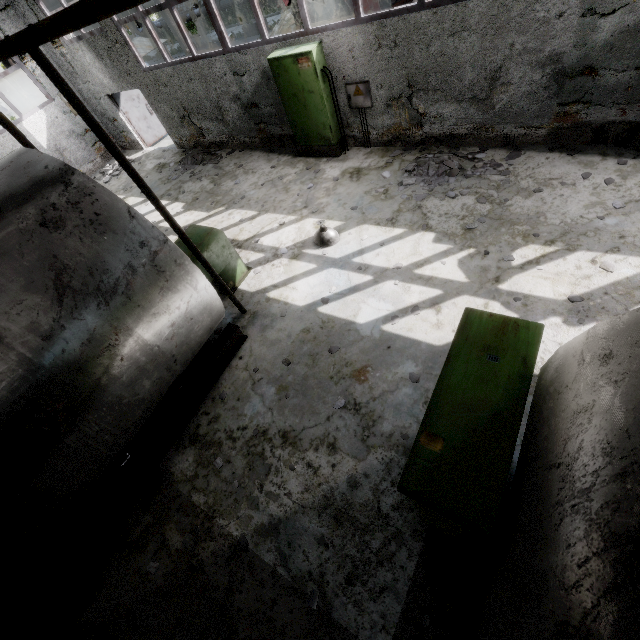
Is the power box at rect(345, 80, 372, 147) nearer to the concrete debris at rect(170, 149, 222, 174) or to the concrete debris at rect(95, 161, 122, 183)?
the concrete debris at rect(170, 149, 222, 174)

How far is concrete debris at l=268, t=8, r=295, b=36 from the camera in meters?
17.5 m

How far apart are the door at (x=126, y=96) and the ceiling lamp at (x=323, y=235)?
11.7 meters

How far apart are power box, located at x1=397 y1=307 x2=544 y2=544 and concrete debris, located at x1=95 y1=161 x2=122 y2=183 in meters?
15.1 m

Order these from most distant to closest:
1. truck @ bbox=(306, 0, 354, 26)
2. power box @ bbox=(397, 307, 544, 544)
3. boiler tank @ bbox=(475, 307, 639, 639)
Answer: truck @ bbox=(306, 0, 354, 26) < power box @ bbox=(397, 307, 544, 544) < boiler tank @ bbox=(475, 307, 639, 639)

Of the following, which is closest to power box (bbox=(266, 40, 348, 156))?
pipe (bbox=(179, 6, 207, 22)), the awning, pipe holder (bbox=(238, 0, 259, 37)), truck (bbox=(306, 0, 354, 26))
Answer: truck (bbox=(306, 0, 354, 26))

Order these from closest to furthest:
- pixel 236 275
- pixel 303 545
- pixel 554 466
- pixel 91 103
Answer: pixel 554 466 → pixel 303 545 → pixel 236 275 → pixel 91 103

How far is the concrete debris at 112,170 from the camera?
13.2m
